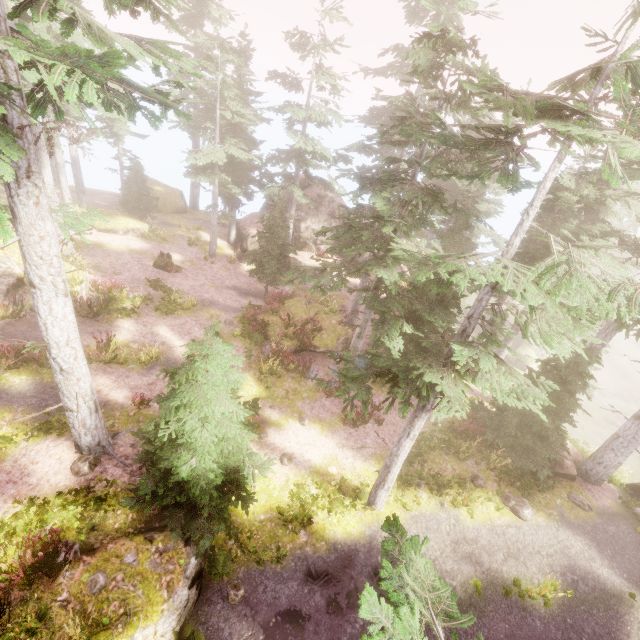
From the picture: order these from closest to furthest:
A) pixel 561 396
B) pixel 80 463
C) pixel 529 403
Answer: pixel 529 403
pixel 80 463
pixel 561 396

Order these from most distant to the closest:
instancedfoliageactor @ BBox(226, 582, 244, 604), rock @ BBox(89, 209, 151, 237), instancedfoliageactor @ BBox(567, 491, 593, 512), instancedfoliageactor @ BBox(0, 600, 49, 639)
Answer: rock @ BBox(89, 209, 151, 237) → instancedfoliageactor @ BBox(567, 491, 593, 512) → instancedfoliageactor @ BBox(226, 582, 244, 604) → instancedfoliageactor @ BBox(0, 600, 49, 639)

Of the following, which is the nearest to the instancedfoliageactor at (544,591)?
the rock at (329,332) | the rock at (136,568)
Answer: the rock at (136,568)

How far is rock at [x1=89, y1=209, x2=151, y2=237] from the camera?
24.1m

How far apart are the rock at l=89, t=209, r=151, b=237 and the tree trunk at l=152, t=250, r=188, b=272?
3.8 meters

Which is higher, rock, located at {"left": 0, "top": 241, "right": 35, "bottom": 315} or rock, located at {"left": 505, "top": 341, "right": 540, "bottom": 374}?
rock, located at {"left": 0, "top": 241, "right": 35, "bottom": 315}

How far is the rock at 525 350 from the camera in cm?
3250

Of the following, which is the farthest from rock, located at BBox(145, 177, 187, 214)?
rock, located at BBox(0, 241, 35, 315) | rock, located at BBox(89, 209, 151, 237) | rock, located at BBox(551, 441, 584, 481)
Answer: rock, located at BBox(551, 441, 584, 481)
